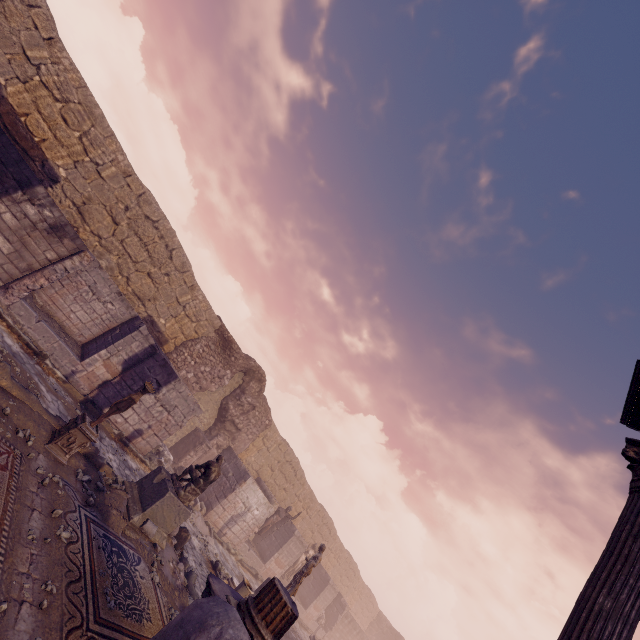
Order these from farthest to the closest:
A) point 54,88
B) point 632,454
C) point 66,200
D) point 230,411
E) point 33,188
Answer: point 230,411 < point 66,200 < point 54,88 < point 33,188 < point 632,454

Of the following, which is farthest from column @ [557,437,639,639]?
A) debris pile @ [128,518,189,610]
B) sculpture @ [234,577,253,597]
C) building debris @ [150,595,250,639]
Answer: debris pile @ [128,518,189,610]

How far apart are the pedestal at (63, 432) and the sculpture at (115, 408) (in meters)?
0.04

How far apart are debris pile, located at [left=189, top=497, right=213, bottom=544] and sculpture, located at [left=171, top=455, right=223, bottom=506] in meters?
4.9

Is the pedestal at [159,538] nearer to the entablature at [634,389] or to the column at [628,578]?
the column at [628,578]

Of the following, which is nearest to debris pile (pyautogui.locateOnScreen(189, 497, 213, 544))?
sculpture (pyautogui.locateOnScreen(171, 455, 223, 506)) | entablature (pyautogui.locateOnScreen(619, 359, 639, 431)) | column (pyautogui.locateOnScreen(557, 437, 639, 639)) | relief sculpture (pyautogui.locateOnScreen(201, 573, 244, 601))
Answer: sculpture (pyautogui.locateOnScreen(171, 455, 223, 506))

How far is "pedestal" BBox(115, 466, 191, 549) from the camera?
7.23m

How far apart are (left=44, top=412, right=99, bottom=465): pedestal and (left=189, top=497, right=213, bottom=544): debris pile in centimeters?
724cm
